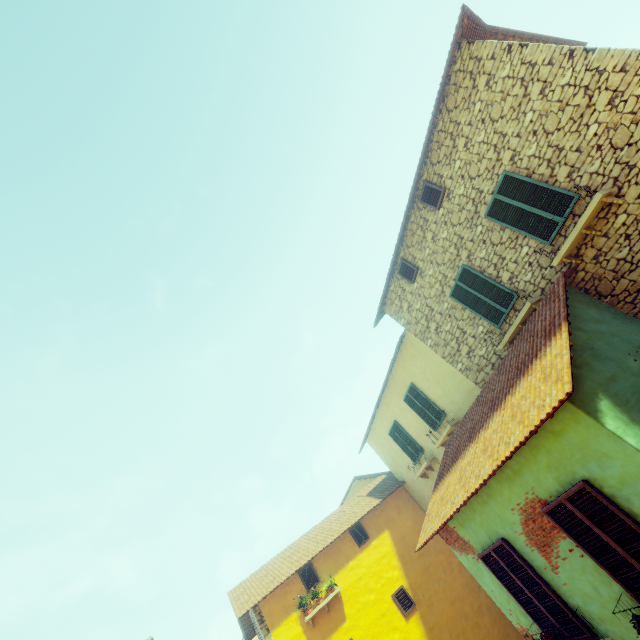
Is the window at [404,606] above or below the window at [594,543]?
above

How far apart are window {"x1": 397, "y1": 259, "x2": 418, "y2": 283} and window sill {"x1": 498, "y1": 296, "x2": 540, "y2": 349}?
3.2 meters

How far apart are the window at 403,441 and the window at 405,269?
6.4m

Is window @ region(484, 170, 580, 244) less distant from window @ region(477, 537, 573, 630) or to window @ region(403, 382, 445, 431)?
window @ region(477, 537, 573, 630)

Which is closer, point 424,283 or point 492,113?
point 492,113

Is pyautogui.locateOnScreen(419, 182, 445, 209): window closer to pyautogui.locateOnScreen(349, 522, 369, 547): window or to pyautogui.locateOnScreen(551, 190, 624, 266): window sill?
pyautogui.locateOnScreen(551, 190, 624, 266): window sill

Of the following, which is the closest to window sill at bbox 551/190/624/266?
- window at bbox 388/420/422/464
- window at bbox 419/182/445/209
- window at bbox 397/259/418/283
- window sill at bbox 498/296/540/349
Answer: window sill at bbox 498/296/540/349

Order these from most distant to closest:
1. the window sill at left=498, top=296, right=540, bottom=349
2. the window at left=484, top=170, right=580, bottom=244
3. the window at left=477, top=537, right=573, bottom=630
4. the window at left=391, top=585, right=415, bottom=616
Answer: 1. the window at left=391, top=585, right=415, bottom=616
2. the window sill at left=498, top=296, right=540, bottom=349
3. the window at left=484, top=170, right=580, bottom=244
4. the window at left=477, top=537, right=573, bottom=630
